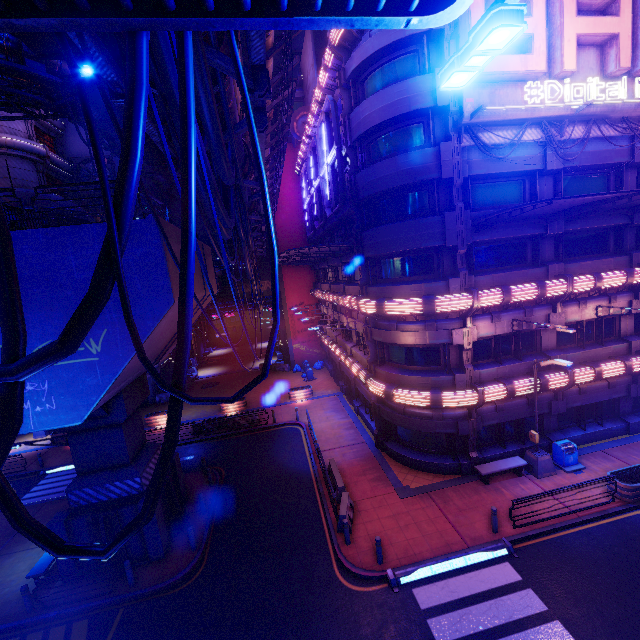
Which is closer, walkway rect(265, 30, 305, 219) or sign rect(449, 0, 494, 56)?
walkway rect(265, 30, 305, 219)

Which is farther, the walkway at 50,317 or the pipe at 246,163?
the walkway at 50,317

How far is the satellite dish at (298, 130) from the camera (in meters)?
30.27

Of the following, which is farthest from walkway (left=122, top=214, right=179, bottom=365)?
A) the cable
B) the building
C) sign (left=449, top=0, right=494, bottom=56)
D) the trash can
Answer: the trash can

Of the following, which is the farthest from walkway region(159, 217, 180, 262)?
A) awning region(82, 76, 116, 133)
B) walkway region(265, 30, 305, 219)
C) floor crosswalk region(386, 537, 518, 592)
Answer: floor crosswalk region(386, 537, 518, 592)

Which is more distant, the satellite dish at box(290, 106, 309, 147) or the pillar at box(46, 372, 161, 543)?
the satellite dish at box(290, 106, 309, 147)

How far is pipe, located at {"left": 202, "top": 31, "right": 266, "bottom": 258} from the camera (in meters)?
3.93

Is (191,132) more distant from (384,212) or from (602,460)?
(602,460)
